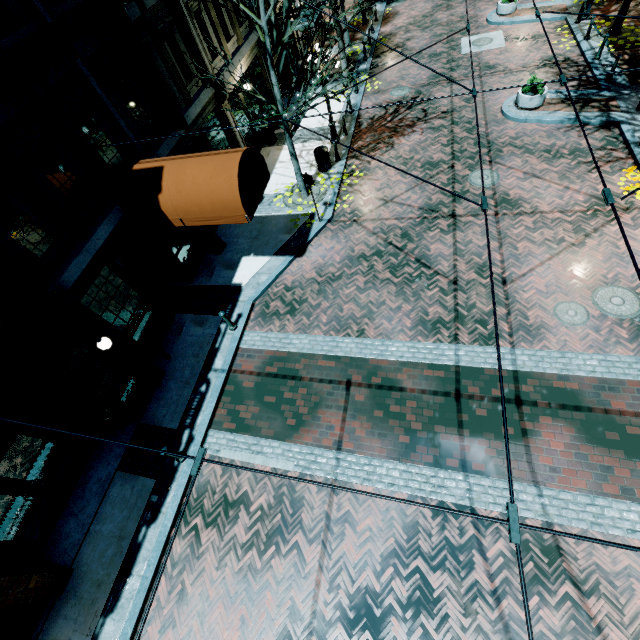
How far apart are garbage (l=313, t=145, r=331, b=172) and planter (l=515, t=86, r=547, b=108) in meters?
7.8

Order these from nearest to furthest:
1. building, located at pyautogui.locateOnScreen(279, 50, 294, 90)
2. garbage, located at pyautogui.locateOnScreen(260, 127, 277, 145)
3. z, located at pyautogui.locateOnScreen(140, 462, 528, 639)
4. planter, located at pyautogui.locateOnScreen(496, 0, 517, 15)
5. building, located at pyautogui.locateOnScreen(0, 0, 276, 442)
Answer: z, located at pyautogui.locateOnScreen(140, 462, 528, 639)
building, located at pyautogui.locateOnScreen(0, 0, 276, 442)
garbage, located at pyautogui.locateOnScreen(260, 127, 277, 145)
planter, located at pyautogui.locateOnScreen(496, 0, 517, 15)
building, located at pyautogui.locateOnScreen(279, 50, 294, 90)

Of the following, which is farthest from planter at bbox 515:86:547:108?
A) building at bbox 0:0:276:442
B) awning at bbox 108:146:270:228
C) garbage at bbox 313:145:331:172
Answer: awning at bbox 108:146:270:228

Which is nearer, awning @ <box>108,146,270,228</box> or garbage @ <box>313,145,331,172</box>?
awning @ <box>108,146,270,228</box>

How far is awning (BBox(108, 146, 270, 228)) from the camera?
7.7 meters

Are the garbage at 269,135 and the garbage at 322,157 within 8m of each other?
yes

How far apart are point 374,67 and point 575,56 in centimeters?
971cm

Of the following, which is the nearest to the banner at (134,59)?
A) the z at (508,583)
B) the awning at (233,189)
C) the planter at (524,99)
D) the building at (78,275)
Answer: the building at (78,275)
